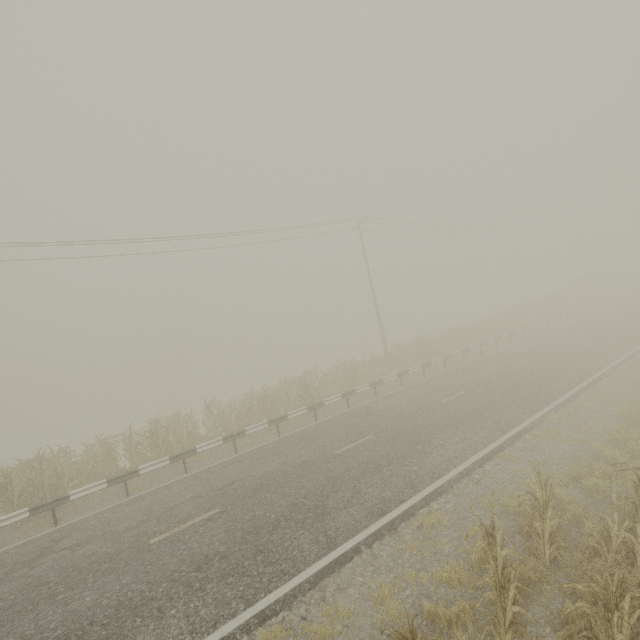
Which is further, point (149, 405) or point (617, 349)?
point (149, 405)

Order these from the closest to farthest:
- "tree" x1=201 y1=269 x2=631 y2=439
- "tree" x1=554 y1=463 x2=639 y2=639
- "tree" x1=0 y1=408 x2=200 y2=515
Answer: "tree" x1=554 y1=463 x2=639 y2=639, "tree" x1=0 y1=408 x2=200 y2=515, "tree" x1=201 y1=269 x2=631 y2=439

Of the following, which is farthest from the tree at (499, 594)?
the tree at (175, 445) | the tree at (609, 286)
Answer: the tree at (609, 286)

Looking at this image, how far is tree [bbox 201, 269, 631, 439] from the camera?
16.8m

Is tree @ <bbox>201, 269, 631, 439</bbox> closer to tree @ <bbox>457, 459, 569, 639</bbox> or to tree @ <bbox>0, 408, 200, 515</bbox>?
tree @ <bbox>0, 408, 200, 515</bbox>

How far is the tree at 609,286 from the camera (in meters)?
16.75

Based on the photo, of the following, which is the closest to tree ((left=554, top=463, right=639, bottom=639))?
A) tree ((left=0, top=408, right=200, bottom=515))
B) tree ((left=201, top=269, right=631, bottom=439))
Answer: tree ((left=0, top=408, right=200, bottom=515))
